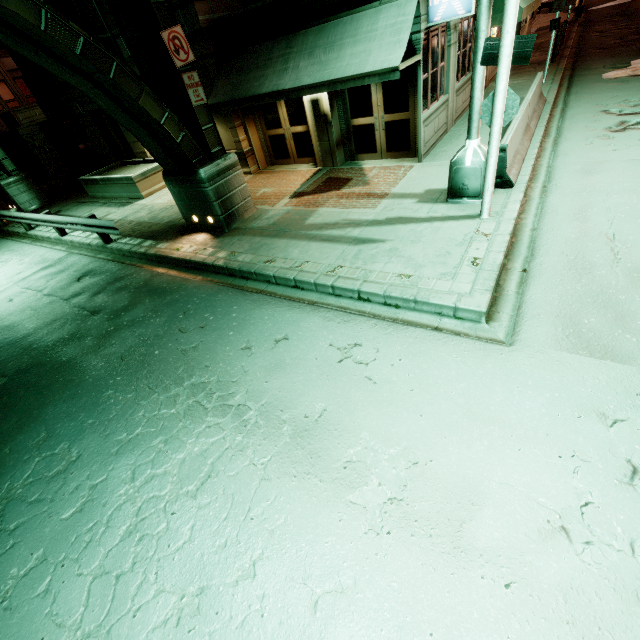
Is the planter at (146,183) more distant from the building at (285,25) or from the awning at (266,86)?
the awning at (266,86)

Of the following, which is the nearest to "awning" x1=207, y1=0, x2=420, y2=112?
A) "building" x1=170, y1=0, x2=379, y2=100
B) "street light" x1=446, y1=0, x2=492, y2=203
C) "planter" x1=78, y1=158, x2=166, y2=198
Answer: "building" x1=170, y1=0, x2=379, y2=100

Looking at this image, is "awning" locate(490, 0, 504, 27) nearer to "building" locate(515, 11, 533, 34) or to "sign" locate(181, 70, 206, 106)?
"building" locate(515, 11, 533, 34)

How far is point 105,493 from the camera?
4.18m

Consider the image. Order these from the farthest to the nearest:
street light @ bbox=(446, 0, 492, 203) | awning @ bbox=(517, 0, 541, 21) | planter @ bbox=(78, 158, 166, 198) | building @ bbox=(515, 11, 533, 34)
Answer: building @ bbox=(515, 11, 533, 34), planter @ bbox=(78, 158, 166, 198), awning @ bbox=(517, 0, 541, 21), street light @ bbox=(446, 0, 492, 203)

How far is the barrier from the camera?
7.5m

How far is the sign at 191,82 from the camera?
7.8m

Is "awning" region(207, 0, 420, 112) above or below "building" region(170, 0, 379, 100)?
below
